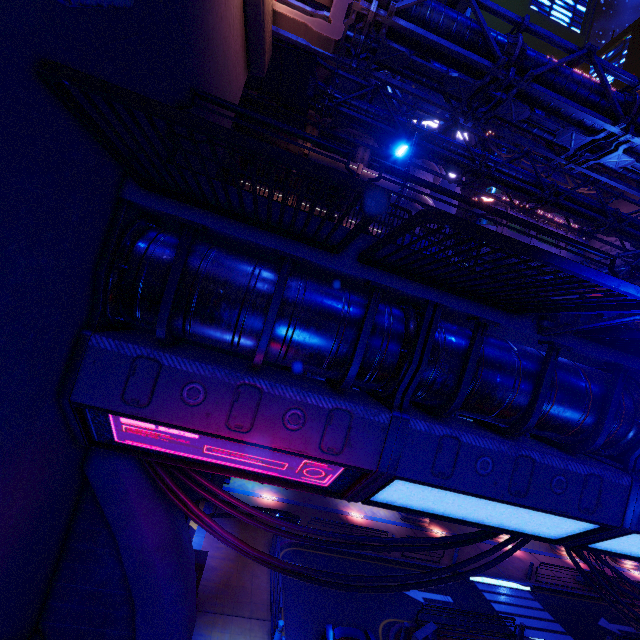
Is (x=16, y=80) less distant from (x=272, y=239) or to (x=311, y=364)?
(x=272, y=239)

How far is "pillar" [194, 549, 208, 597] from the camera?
10.7 meters

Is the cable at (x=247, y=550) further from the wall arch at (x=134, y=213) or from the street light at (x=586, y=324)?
the street light at (x=586, y=324)

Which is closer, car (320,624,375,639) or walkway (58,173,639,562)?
walkway (58,173,639,562)

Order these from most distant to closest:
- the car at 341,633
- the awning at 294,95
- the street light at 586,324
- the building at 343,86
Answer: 1. the building at 343,86
2. the awning at 294,95
3. the car at 341,633
4. the street light at 586,324

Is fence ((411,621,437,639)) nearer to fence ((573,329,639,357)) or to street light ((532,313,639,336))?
fence ((573,329,639,357))

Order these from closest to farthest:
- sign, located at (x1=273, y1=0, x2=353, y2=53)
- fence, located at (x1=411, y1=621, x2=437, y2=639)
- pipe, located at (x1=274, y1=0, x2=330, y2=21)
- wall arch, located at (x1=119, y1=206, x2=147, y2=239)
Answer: wall arch, located at (x1=119, y1=206, x2=147, y2=239), sign, located at (x1=273, y1=0, x2=353, y2=53), pipe, located at (x1=274, y1=0, x2=330, y2=21), fence, located at (x1=411, y1=621, x2=437, y2=639)

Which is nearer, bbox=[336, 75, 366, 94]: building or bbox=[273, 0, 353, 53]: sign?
bbox=[273, 0, 353, 53]: sign
